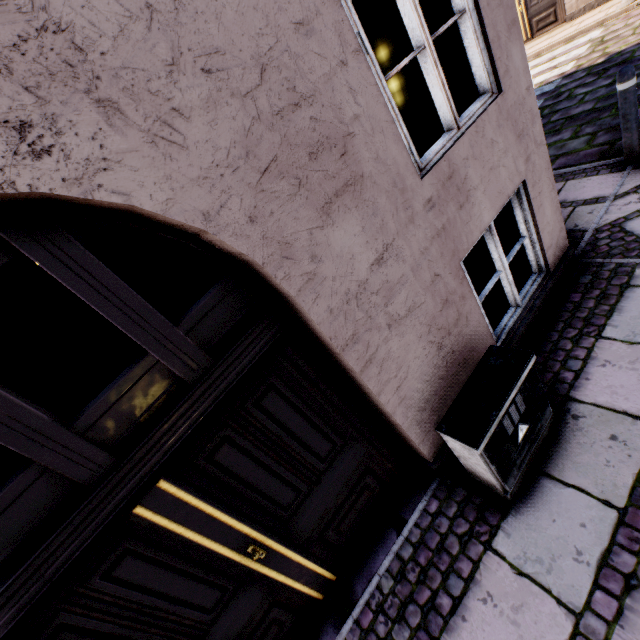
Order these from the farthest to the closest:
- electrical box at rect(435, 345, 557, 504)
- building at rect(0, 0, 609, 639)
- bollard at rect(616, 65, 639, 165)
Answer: bollard at rect(616, 65, 639, 165)
electrical box at rect(435, 345, 557, 504)
building at rect(0, 0, 609, 639)

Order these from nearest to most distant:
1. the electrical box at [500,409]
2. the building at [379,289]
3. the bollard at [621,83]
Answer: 1. the building at [379,289]
2. the electrical box at [500,409]
3. the bollard at [621,83]

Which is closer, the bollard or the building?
the building

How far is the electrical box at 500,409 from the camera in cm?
202

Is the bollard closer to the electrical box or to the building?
the building

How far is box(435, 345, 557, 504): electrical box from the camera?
2.0 meters

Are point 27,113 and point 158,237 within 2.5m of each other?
no
